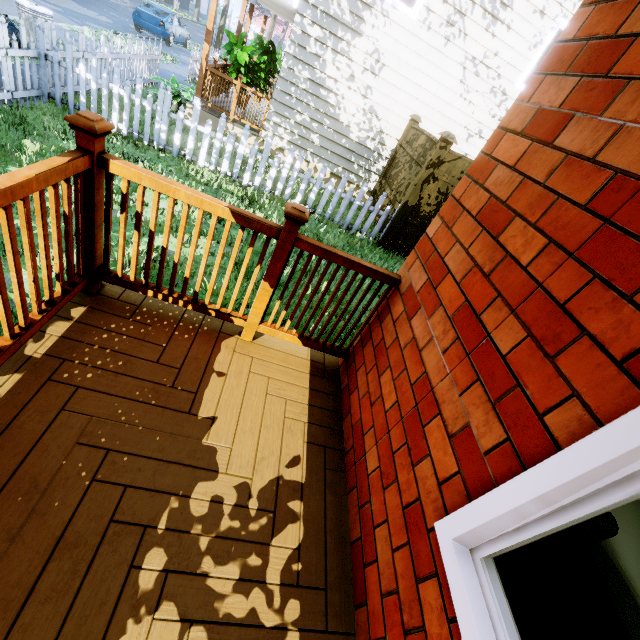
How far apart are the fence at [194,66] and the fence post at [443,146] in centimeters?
1068cm

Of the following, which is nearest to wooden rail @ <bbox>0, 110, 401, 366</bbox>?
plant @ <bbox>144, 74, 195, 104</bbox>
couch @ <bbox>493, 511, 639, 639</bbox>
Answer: couch @ <bbox>493, 511, 639, 639</bbox>

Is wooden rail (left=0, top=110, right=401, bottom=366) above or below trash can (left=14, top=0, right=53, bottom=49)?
above

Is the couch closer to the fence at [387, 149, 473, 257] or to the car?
the fence at [387, 149, 473, 257]

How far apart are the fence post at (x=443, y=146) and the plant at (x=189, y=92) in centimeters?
606cm

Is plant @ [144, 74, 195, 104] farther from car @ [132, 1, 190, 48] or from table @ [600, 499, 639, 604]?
car @ [132, 1, 190, 48]

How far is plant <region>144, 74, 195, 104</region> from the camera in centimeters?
814cm

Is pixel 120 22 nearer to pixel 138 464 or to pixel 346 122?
pixel 346 122
